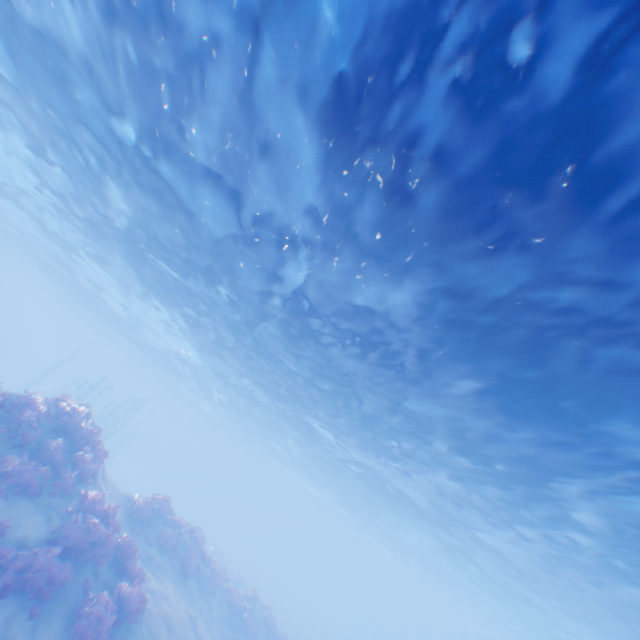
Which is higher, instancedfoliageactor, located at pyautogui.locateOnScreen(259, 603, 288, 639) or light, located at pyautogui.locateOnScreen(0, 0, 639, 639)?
light, located at pyautogui.locateOnScreen(0, 0, 639, 639)

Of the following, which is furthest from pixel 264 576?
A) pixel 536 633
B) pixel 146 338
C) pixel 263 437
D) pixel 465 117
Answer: pixel 465 117

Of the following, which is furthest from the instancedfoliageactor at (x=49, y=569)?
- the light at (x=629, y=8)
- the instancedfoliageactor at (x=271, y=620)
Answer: the light at (x=629, y=8)

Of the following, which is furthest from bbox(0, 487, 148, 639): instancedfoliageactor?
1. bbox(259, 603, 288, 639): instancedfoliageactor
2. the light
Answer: the light

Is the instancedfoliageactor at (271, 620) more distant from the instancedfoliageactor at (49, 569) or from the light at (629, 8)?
the light at (629, 8)

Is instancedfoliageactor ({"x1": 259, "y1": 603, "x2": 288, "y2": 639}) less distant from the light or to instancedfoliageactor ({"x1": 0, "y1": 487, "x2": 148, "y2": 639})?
instancedfoliageactor ({"x1": 0, "y1": 487, "x2": 148, "y2": 639})
